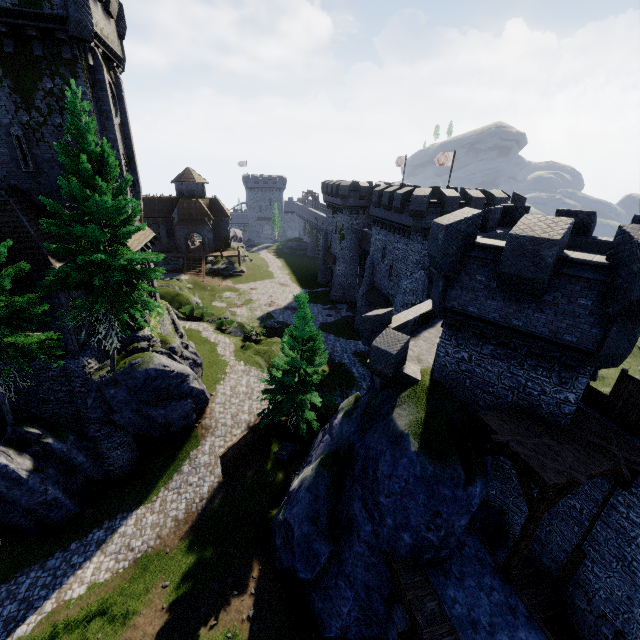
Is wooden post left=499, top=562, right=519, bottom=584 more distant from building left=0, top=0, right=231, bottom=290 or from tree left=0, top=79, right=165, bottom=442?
building left=0, top=0, right=231, bottom=290

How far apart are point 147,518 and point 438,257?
21.0 meters

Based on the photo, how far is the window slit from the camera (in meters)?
16.78

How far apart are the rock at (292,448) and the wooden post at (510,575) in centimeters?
1381cm

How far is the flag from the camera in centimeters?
3659cm

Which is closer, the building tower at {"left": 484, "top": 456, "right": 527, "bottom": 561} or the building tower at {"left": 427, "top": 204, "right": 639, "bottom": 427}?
the building tower at {"left": 427, "top": 204, "right": 639, "bottom": 427}

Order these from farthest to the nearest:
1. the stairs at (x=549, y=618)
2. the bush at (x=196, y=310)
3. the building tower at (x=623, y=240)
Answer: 1. the bush at (x=196, y=310)
2. the stairs at (x=549, y=618)
3. the building tower at (x=623, y=240)

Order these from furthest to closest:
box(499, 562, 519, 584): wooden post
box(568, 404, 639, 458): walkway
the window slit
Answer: the window slit, box(499, 562, 519, 584): wooden post, box(568, 404, 639, 458): walkway
